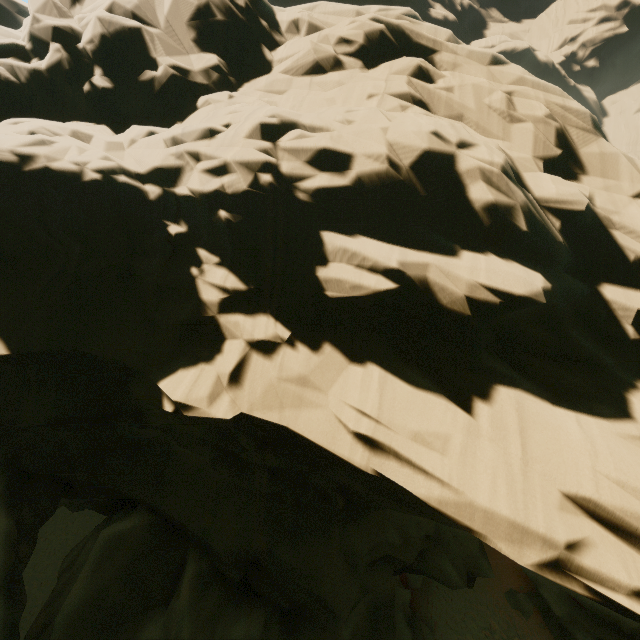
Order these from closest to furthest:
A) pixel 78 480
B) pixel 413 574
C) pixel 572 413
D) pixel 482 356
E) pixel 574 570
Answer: pixel 574 570, pixel 572 413, pixel 482 356, pixel 78 480, pixel 413 574
